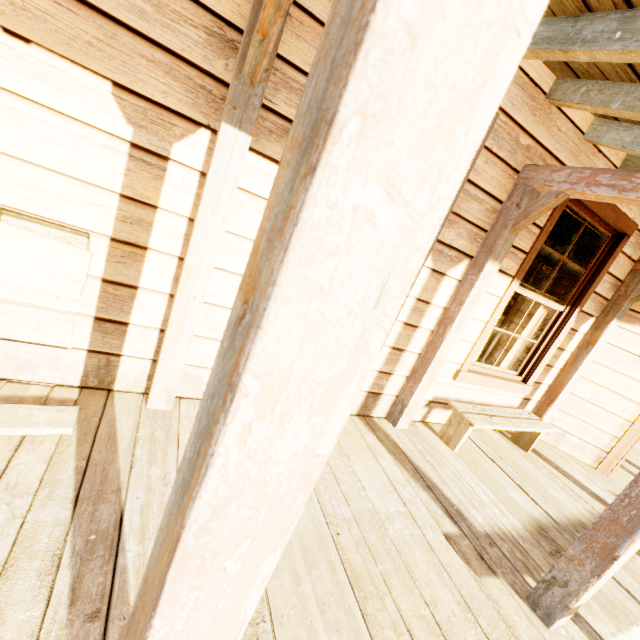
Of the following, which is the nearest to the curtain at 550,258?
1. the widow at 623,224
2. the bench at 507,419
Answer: the widow at 623,224

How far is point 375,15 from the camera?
0.3m

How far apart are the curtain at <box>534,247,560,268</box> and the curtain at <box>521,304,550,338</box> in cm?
27

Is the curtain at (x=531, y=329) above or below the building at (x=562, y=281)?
below

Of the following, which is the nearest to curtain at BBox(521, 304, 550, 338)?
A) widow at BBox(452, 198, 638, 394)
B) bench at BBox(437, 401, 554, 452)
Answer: widow at BBox(452, 198, 638, 394)

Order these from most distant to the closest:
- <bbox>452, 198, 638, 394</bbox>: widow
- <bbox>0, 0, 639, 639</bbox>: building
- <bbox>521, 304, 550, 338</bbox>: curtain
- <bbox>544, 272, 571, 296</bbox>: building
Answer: <bbox>544, 272, 571, 296</bbox>: building
<bbox>521, 304, 550, 338</bbox>: curtain
<bbox>452, 198, 638, 394</bbox>: widow
<bbox>0, 0, 639, 639</bbox>: building

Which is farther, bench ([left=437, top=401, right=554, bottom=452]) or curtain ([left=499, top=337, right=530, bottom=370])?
curtain ([left=499, top=337, right=530, bottom=370])

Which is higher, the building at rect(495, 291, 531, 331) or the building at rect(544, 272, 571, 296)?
the building at rect(544, 272, 571, 296)
